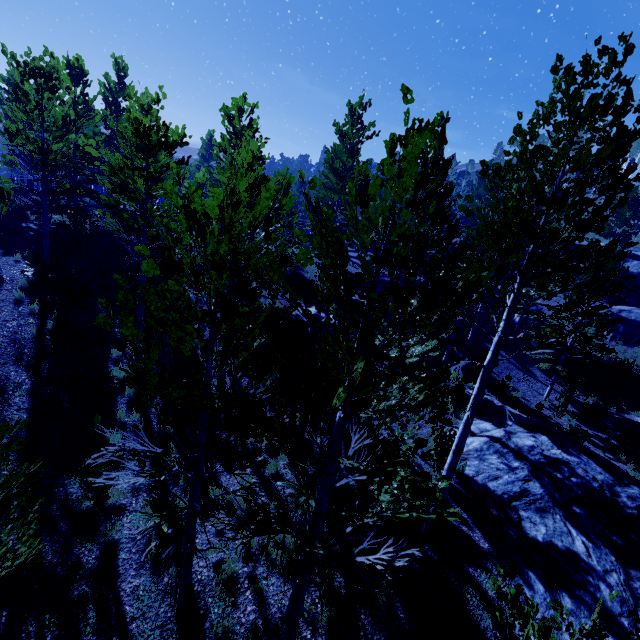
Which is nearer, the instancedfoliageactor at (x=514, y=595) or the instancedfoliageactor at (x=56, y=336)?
the instancedfoliageactor at (x=514, y=595)

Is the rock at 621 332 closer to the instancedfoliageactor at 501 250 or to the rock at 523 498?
the instancedfoliageactor at 501 250

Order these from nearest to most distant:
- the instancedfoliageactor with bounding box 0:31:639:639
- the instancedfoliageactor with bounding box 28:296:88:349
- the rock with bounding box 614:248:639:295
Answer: the instancedfoliageactor with bounding box 0:31:639:639 < the instancedfoliageactor with bounding box 28:296:88:349 < the rock with bounding box 614:248:639:295

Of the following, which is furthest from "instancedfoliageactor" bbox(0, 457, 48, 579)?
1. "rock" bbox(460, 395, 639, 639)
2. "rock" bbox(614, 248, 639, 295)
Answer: "rock" bbox(614, 248, 639, 295)

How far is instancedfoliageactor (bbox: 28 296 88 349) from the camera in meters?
10.5

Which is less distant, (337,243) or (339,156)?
(337,243)

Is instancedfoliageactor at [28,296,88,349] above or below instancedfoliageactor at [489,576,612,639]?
below
